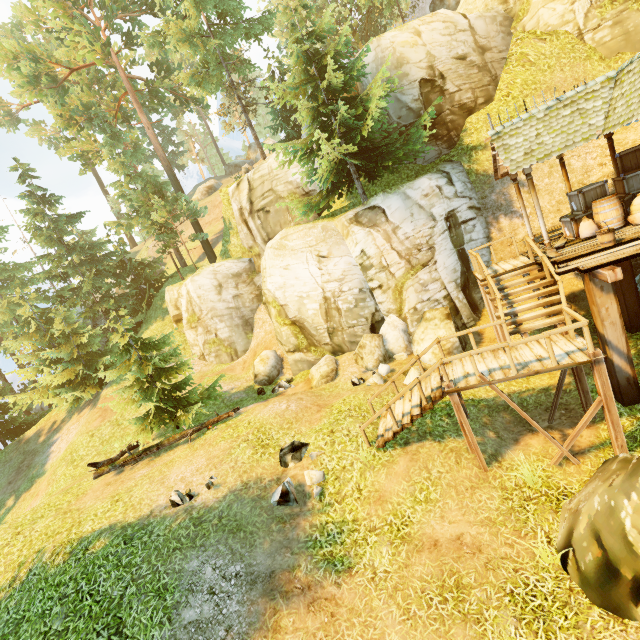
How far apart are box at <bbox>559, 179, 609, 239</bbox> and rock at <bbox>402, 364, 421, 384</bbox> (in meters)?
6.97

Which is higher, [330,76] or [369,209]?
[330,76]

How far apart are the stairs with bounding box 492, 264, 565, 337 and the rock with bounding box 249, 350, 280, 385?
12.4 meters

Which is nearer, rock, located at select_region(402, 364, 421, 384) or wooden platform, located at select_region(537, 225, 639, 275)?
wooden platform, located at select_region(537, 225, 639, 275)

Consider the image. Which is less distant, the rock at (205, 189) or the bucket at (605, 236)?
the bucket at (605, 236)

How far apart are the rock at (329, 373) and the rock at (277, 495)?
6.0 meters

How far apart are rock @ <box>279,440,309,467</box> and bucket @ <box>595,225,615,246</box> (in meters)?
10.41

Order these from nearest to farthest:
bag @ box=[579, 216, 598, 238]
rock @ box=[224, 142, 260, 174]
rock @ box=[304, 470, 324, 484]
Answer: rock @ box=[304, 470, 324, 484]
bag @ box=[579, 216, 598, 238]
rock @ box=[224, 142, 260, 174]
